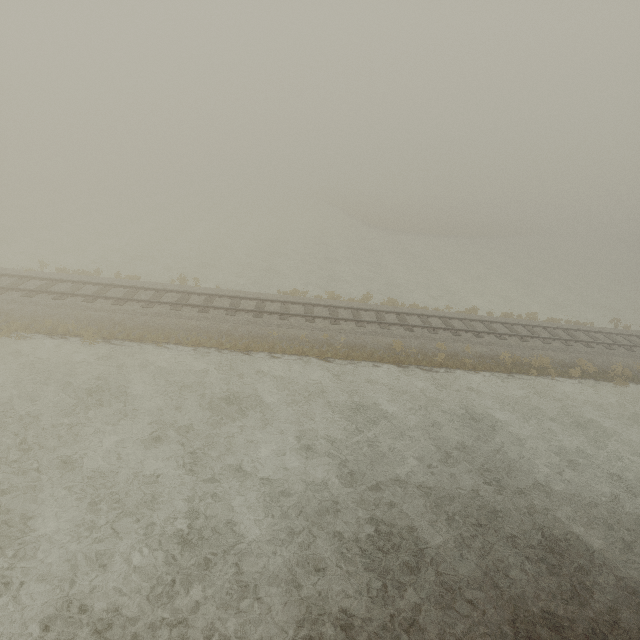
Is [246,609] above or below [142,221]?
above
